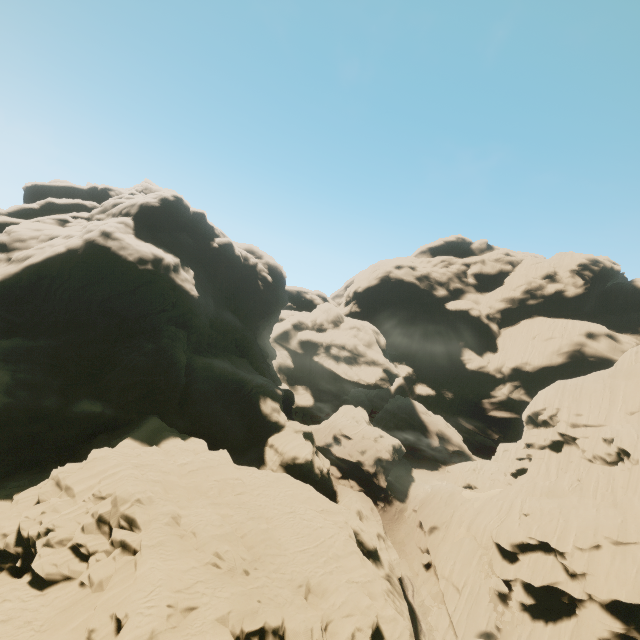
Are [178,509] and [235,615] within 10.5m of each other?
yes

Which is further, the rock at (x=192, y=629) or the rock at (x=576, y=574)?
the rock at (x=576, y=574)

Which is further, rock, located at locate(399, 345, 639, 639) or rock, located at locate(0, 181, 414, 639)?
rock, located at locate(399, 345, 639, 639)
